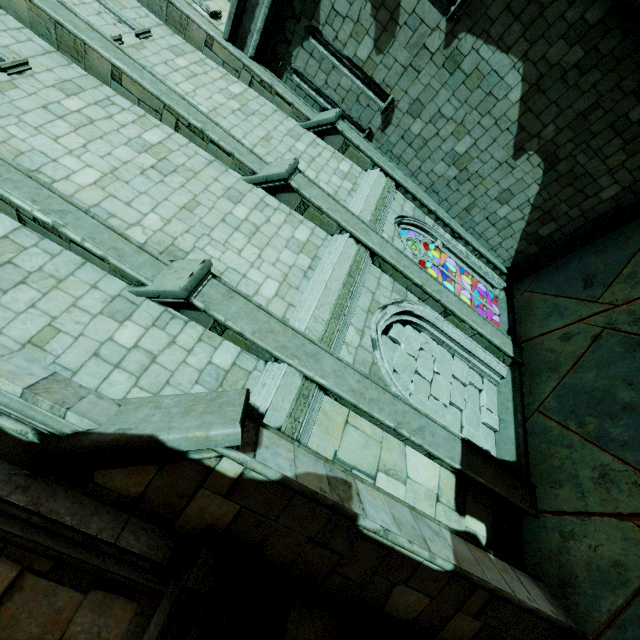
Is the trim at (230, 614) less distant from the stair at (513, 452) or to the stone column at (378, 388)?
the stone column at (378, 388)

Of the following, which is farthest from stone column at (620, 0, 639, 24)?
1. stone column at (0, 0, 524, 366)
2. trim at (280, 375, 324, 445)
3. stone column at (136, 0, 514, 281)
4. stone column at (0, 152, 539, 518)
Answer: trim at (280, 375, 324, 445)

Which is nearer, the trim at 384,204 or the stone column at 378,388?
the stone column at 378,388

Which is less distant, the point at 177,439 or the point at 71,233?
the point at 177,439

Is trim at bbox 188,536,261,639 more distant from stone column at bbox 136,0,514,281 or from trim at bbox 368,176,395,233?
stone column at bbox 136,0,514,281

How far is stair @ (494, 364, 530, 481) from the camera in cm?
653

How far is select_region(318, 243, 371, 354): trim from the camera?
5.3m

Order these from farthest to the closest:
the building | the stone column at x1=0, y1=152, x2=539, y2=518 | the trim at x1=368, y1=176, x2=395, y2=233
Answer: the trim at x1=368, y1=176, x2=395, y2=233 < the stone column at x1=0, y1=152, x2=539, y2=518 < the building
